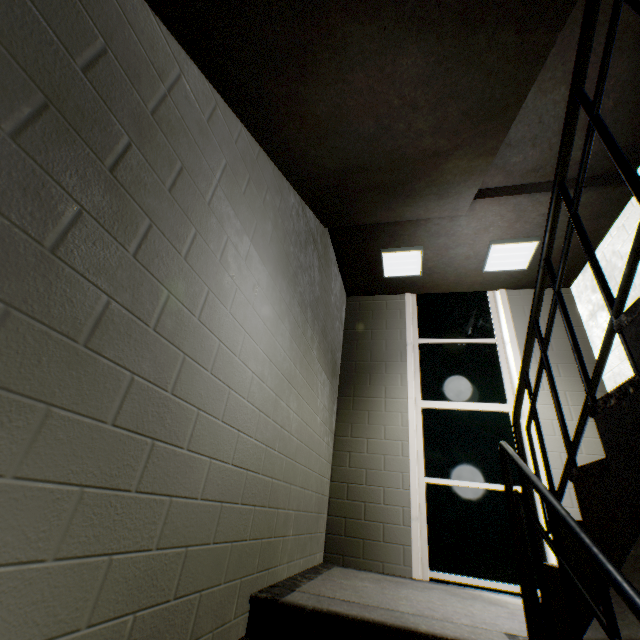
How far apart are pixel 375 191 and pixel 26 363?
2.60m

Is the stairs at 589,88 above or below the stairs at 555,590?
above

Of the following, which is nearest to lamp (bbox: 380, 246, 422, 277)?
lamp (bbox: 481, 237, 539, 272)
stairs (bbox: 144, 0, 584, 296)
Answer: stairs (bbox: 144, 0, 584, 296)

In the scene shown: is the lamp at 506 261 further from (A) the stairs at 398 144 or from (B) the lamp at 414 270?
(B) the lamp at 414 270

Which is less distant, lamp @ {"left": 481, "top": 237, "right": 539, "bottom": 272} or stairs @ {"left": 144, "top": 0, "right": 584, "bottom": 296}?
stairs @ {"left": 144, "top": 0, "right": 584, "bottom": 296}

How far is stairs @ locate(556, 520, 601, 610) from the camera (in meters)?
1.14

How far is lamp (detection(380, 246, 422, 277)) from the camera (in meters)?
3.96

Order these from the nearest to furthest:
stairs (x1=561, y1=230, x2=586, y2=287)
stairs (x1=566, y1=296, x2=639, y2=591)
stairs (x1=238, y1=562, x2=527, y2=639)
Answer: stairs (x1=566, y1=296, x2=639, y2=591), stairs (x1=238, y1=562, x2=527, y2=639), stairs (x1=561, y1=230, x2=586, y2=287)
